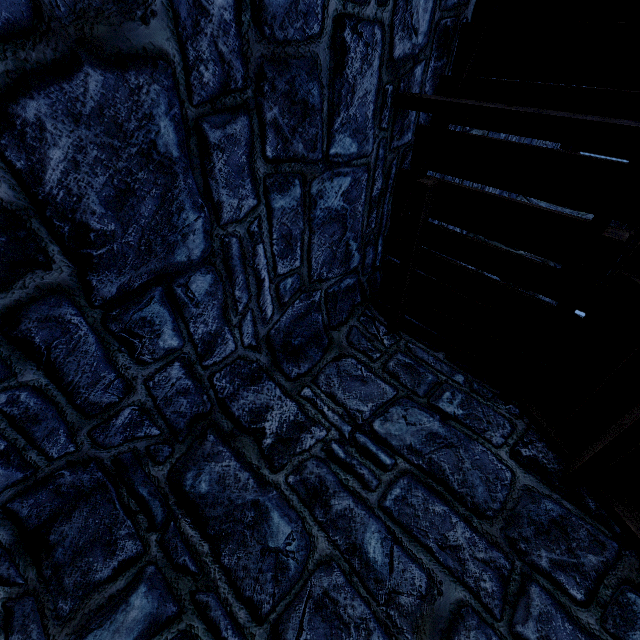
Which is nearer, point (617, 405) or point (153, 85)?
point (153, 85)
